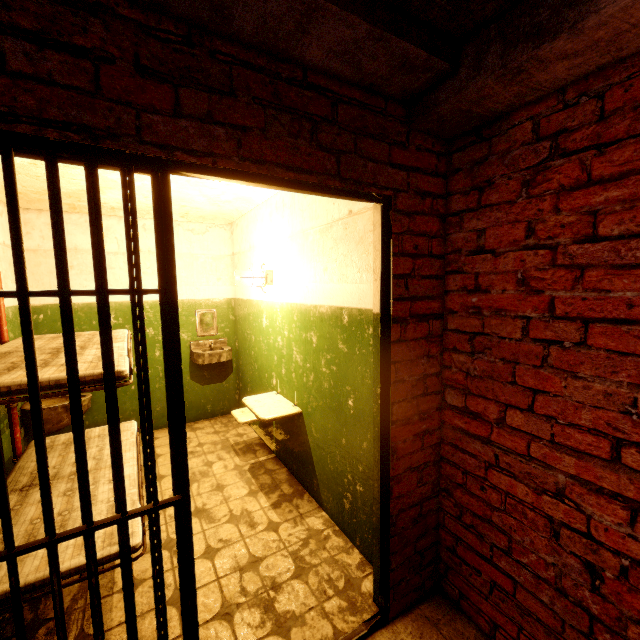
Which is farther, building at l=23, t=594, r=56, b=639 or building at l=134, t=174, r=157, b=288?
building at l=134, t=174, r=157, b=288

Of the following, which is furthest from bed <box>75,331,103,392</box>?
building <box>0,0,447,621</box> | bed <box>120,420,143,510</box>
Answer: bed <box>120,420,143,510</box>

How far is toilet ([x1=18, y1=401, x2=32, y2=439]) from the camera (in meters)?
3.30

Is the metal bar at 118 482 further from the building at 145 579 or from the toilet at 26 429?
the toilet at 26 429

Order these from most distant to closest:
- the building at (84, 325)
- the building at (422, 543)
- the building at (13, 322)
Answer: the building at (84, 325) → the building at (13, 322) → the building at (422, 543)

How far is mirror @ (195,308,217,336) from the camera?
4.6 meters

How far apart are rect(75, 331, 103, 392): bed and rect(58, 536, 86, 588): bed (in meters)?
0.88

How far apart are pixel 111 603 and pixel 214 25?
3.1 meters
